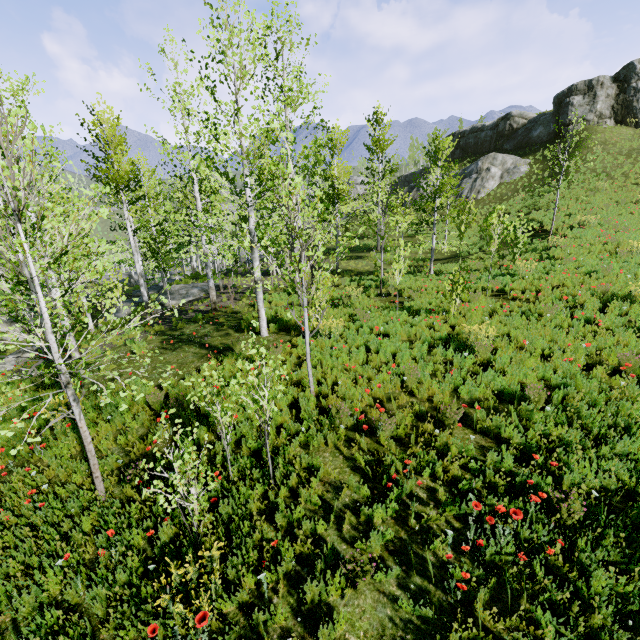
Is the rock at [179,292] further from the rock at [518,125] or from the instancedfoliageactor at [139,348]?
the instancedfoliageactor at [139,348]

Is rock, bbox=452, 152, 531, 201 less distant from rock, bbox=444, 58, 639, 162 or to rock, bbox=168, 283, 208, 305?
rock, bbox=444, 58, 639, 162

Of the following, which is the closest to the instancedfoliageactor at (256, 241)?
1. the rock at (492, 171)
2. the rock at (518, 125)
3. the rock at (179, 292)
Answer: the rock at (179, 292)

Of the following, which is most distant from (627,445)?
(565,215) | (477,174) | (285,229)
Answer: (285,229)

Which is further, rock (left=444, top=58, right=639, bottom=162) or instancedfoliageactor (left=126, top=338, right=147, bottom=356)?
rock (left=444, top=58, right=639, bottom=162)

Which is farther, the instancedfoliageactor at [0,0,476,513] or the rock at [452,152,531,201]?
the rock at [452,152,531,201]

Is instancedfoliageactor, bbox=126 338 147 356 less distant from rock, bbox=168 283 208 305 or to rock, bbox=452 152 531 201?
rock, bbox=168 283 208 305

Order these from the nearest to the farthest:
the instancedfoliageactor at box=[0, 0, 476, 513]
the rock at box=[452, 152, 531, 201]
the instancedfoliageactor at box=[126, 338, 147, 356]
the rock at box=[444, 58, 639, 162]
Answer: the instancedfoliageactor at box=[0, 0, 476, 513] → the instancedfoliageactor at box=[126, 338, 147, 356] → the rock at box=[444, 58, 639, 162] → the rock at box=[452, 152, 531, 201]
